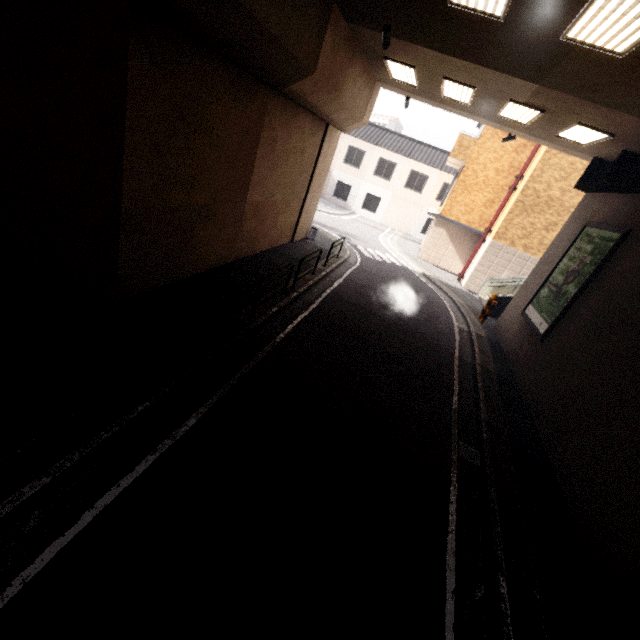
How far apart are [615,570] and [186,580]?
6.1m

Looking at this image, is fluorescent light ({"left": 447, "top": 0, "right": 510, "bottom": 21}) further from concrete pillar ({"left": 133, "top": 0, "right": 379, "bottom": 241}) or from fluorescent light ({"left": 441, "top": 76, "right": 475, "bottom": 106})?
fluorescent light ({"left": 441, "top": 76, "right": 475, "bottom": 106})

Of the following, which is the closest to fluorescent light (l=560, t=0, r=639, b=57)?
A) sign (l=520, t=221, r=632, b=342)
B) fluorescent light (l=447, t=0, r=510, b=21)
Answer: fluorescent light (l=447, t=0, r=510, b=21)

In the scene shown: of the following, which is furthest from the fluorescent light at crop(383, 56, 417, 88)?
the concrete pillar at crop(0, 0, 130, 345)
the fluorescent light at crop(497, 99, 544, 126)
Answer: the fluorescent light at crop(497, 99, 544, 126)

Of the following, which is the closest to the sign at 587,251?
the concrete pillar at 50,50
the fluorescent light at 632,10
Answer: the fluorescent light at 632,10

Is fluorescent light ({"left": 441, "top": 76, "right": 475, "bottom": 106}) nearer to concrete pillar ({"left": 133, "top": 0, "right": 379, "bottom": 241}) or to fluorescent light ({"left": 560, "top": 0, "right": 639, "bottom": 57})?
concrete pillar ({"left": 133, "top": 0, "right": 379, "bottom": 241})

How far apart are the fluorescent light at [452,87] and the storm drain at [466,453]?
9.5 meters

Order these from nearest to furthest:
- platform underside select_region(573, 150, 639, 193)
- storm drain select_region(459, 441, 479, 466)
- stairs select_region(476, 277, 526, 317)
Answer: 1. storm drain select_region(459, 441, 479, 466)
2. platform underside select_region(573, 150, 639, 193)
3. stairs select_region(476, 277, 526, 317)
